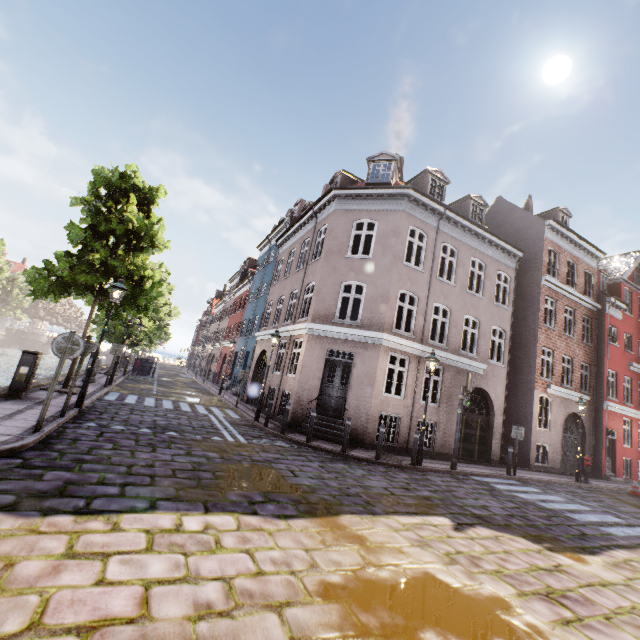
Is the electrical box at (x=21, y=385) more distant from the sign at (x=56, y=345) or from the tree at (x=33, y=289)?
the sign at (x=56, y=345)

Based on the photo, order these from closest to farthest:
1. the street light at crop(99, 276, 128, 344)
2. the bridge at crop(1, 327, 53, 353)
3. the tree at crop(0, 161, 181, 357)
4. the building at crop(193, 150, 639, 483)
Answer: the street light at crop(99, 276, 128, 344)
the tree at crop(0, 161, 181, 357)
the building at crop(193, 150, 639, 483)
the bridge at crop(1, 327, 53, 353)

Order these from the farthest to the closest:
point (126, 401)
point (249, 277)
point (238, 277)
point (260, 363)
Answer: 1. point (238, 277)
2. point (249, 277)
3. point (260, 363)
4. point (126, 401)

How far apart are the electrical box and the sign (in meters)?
3.48

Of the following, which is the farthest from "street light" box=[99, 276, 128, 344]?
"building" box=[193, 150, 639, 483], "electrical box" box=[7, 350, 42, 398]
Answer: "building" box=[193, 150, 639, 483]

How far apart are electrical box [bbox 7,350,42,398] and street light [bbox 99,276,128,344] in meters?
A: 1.2 m

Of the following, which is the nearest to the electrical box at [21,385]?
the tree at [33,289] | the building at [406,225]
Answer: the tree at [33,289]

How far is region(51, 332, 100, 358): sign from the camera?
6.4m
